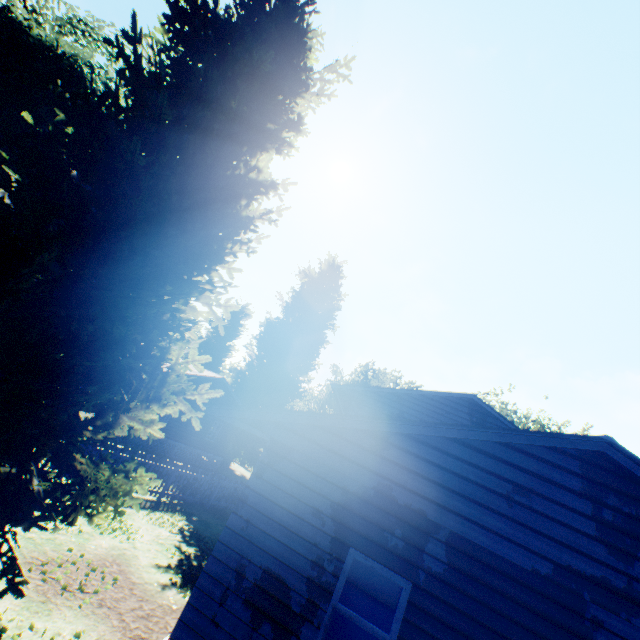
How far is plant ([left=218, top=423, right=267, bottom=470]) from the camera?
28.2m

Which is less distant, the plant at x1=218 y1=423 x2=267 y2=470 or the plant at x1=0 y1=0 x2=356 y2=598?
the plant at x1=0 y1=0 x2=356 y2=598

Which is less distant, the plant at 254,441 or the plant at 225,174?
the plant at 225,174

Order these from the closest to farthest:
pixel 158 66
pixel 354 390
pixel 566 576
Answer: pixel 566 576, pixel 158 66, pixel 354 390

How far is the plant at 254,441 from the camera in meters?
28.2

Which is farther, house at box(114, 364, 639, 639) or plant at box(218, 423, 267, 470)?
plant at box(218, 423, 267, 470)
